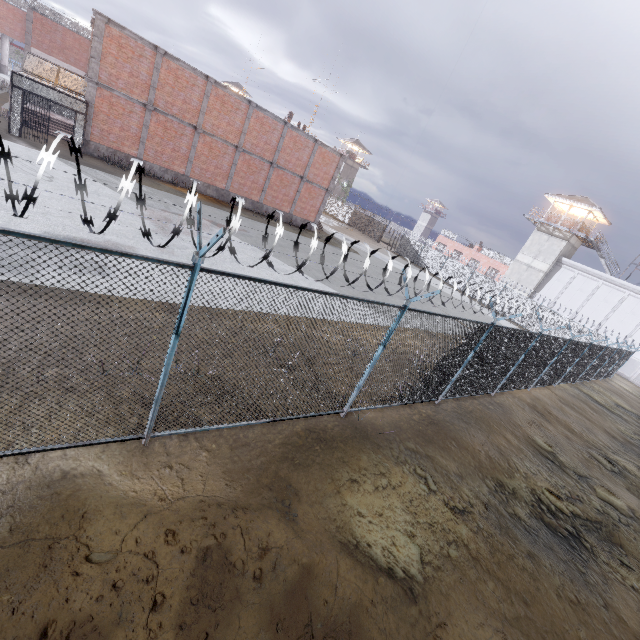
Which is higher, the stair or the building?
the building

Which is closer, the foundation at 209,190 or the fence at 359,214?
the foundation at 209,190

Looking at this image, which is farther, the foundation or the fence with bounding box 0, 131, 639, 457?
the foundation

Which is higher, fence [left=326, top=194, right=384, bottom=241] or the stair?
fence [left=326, top=194, right=384, bottom=241]

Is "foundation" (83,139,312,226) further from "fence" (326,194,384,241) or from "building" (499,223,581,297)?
"building" (499,223,581,297)

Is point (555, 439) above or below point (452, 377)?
below

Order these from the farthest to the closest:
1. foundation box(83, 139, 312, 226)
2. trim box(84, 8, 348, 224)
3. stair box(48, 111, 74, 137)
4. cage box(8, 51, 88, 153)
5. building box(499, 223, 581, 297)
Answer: building box(499, 223, 581, 297), stair box(48, 111, 74, 137), foundation box(83, 139, 312, 226), trim box(84, 8, 348, 224), cage box(8, 51, 88, 153)

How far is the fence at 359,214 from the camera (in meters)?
49.78
